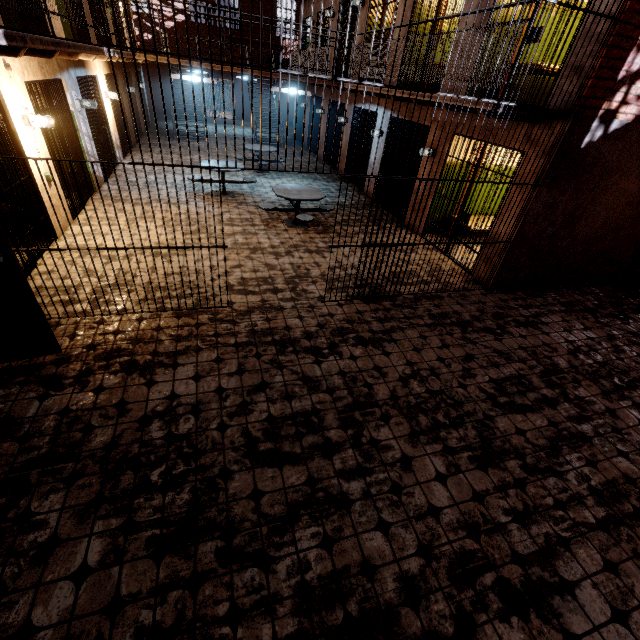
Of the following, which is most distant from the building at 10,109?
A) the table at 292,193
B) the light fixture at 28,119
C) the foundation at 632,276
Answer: the foundation at 632,276

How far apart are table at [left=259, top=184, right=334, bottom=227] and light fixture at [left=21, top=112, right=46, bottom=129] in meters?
3.9 m

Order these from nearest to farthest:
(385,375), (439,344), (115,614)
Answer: (115,614), (385,375), (439,344)

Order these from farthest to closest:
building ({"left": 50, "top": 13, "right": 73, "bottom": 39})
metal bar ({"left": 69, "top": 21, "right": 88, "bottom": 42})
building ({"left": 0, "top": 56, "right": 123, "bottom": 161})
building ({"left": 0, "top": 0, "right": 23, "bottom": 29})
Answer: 1. metal bar ({"left": 69, "top": 21, "right": 88, "bottom": 42})
2. building ({"left": 50, "top": 13, "right": 73, "bottom": 39})
3. building ({"left": 0, "top": 0, "right": 23, "bottom": 29})
4. building ({"left": 0, "top": 56, "right": 123, "bottom": 161})

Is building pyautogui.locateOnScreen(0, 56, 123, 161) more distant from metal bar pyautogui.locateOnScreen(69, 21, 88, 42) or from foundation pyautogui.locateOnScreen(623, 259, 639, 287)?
foundation pyautogui.locateOnScreen(623, 259, 639, 287)

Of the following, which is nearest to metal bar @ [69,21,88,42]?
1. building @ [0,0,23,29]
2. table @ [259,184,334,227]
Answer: building @ [0,0,23,29]

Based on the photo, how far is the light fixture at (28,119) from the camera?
5.2 meters

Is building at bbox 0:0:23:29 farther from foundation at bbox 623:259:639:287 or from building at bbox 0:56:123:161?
foundation at bbox 623:259:639:287
